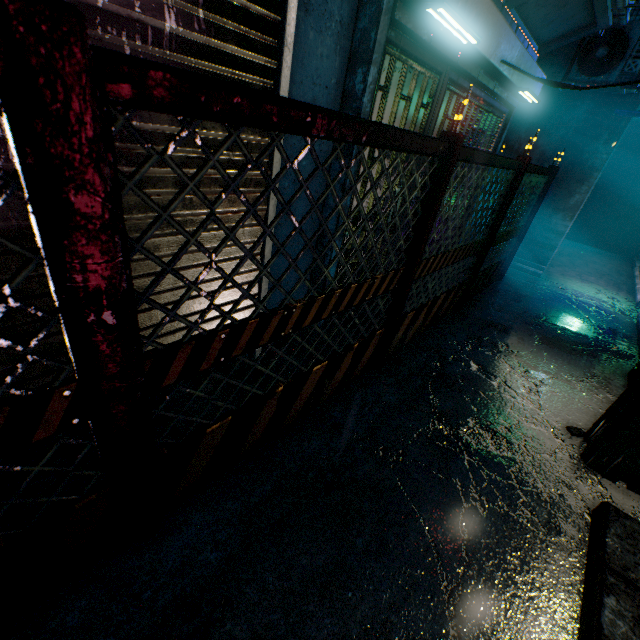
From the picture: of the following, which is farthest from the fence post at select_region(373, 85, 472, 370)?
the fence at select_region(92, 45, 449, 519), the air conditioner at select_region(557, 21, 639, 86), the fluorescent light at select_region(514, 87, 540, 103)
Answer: the air conditioner at select_region(557, 21, 639, 86)

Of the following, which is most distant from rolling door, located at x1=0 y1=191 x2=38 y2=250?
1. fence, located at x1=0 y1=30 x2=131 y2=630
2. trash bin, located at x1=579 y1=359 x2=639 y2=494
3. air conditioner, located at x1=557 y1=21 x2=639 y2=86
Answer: air conditioner, located at x1=557 y1=21 x2=639 y2=86

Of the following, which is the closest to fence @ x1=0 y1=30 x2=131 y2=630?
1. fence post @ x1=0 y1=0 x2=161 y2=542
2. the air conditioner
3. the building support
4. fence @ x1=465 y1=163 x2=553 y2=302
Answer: fence post @ x1=0 y1=0 x2=161 y2=542

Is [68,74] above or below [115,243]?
above

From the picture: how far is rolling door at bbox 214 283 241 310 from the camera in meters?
2.1 m

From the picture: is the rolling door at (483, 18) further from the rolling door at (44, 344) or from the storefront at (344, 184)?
the rolling door at (44, 344)

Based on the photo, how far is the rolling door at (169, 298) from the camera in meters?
1.7
